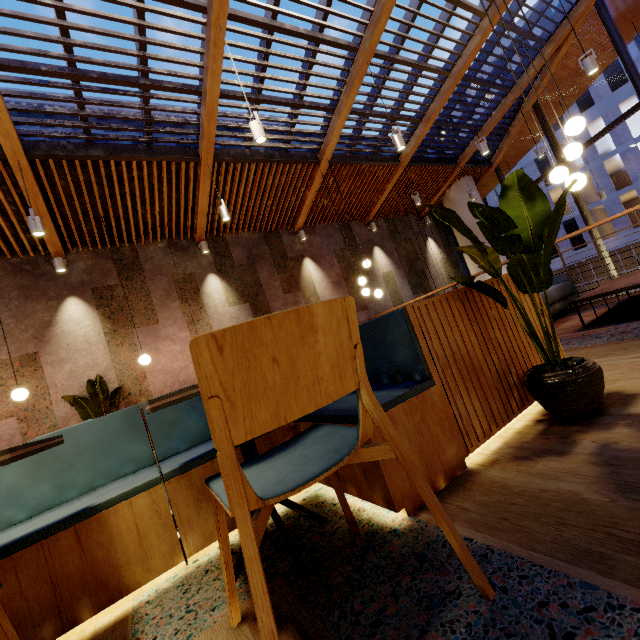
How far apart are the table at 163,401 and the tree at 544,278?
0.90m

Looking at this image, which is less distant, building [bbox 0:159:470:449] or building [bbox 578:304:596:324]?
building [bbox 578:304:596:324]

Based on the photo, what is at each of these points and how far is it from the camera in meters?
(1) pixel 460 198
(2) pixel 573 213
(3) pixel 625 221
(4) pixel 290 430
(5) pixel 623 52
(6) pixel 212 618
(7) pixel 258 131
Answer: (1) column, 11.0
(2) building, 27.4
(3) building, 24.9
(4) seat, 1.9
(5) window frame, 6.9
(6) building, 1.1
(7) lamp, 4.1

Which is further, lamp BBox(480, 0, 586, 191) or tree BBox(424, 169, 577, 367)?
lamp BBox(480, 0, 586, 191)

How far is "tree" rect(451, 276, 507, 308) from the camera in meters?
1.6 m

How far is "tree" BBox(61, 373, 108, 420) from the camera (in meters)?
5.29

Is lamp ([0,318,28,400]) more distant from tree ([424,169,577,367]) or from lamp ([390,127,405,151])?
lamp ([390,127,405,151])

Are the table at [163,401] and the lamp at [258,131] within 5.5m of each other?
yes
